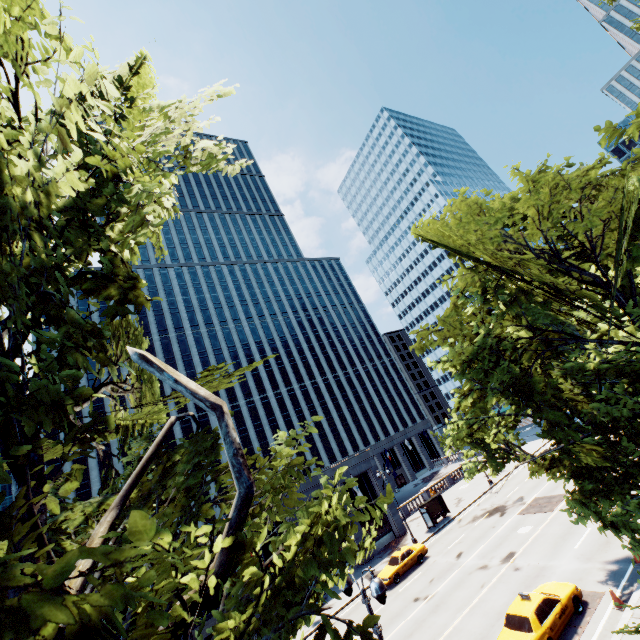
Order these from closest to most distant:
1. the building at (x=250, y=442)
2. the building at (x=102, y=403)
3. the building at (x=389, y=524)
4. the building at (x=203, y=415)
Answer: the building at (x=389, y=524)
the building at (x=102, y=403)
the building at (x=203, y=415)
the building at (x=250, y=442)

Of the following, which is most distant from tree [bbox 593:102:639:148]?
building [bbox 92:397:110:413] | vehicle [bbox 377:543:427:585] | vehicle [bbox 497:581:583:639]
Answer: building [bbox 92:397:110:413]

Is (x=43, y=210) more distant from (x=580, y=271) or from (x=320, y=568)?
(x=580, y=271)

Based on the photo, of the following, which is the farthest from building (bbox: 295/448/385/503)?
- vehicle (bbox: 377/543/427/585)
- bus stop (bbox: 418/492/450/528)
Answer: vehicle (bbox: 377/543/427/585)

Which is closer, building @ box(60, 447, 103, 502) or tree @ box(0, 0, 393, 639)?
tree @ box(0, 0, 393, 639)

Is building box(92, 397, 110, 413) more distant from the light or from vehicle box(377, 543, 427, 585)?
the light

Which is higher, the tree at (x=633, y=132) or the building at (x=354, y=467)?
the tree at (x=633, y=132)

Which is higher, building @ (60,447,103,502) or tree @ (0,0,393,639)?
building @ (60,447,103,502)
